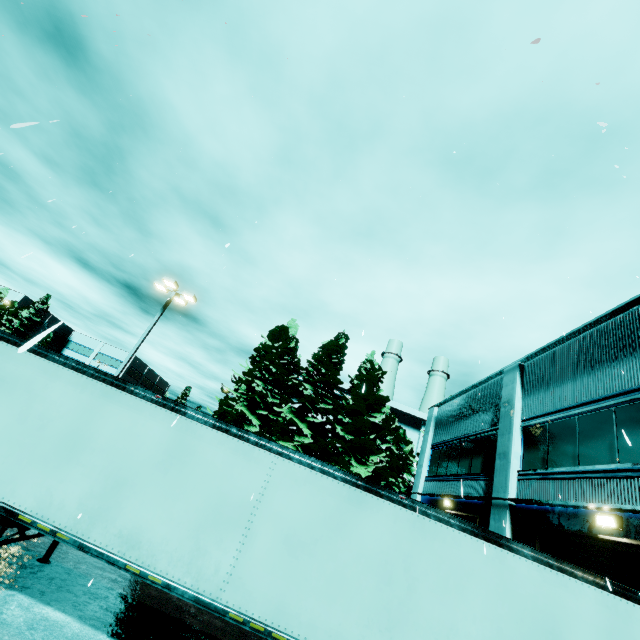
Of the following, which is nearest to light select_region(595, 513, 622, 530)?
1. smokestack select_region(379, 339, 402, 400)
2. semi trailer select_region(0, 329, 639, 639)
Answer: semi trailer select_region(0, 329, 639, 639)

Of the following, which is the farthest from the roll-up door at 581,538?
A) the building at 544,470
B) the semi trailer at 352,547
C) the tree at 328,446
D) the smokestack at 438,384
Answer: the smokestack at 438,384

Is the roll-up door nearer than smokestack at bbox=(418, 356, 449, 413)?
Yes

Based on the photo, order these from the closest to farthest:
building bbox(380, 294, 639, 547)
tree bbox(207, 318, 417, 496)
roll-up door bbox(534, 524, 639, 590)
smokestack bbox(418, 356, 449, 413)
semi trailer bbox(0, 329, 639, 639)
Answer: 1. semi trailer bbox(0, 329, 639, 639)
2. roll-up door bbox(534, 524, 639, 590)
3. building bbox(380, 294, 639, 547)
4. tree bbox(207, 318, 417, 496)
5. smokestack bbox(418, 356, 449, 413)

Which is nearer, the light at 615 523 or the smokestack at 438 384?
the light at 615 523

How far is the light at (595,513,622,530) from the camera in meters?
6.8 m

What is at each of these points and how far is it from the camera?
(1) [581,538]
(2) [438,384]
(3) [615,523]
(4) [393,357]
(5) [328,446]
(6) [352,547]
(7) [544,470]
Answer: (1) roll-up door, 8.0 meters
(2) smokestack, 48.2 meters
(3) light, 6.8 meters
(4) smokestack, 49.5 meters
(5) tree, 19.5 meters
(6) semi trailer, 5.5 meters
(7) building, 9.4 meters

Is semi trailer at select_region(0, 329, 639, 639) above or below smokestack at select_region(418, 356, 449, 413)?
below
